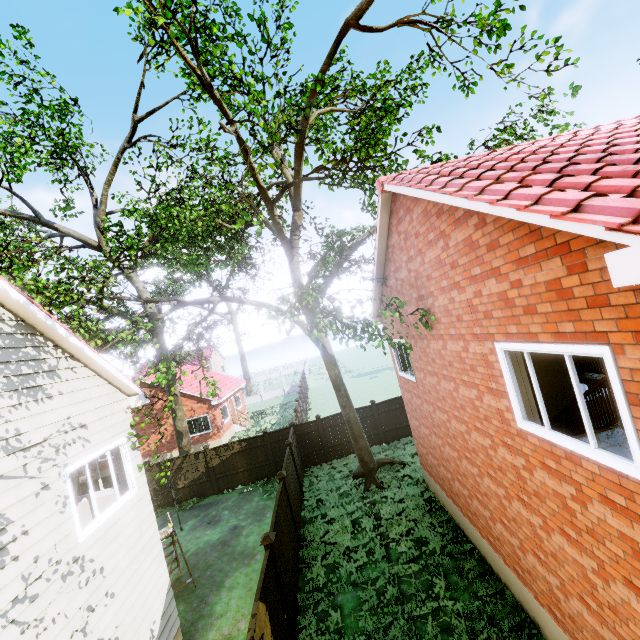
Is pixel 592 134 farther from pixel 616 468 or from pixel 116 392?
pixel 116 392

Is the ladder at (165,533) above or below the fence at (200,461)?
above

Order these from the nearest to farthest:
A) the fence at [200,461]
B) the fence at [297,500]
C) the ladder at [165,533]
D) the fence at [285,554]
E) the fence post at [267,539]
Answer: the fence post at [267,539] → the fence at [285,554] → the ladder at [165,533] → the fence at [297,500] → the fence at [200,461]

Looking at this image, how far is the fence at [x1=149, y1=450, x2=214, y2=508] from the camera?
16.7m

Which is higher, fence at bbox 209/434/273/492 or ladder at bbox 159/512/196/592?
→ ladder at bbox 159/512/196/592
